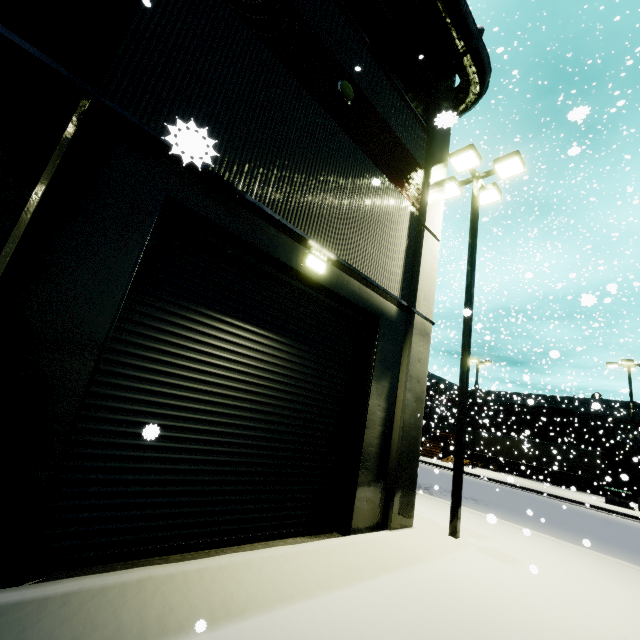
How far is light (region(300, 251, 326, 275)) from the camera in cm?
573

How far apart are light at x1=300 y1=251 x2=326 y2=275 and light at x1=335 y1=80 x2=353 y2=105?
3.7m

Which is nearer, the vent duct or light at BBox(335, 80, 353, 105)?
light at BBox(335, 80, 353, 105)

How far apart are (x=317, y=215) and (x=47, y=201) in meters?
4.1

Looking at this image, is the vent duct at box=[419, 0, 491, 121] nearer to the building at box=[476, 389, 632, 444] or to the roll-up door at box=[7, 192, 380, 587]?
the building at box=[476, 389, 632, 444]

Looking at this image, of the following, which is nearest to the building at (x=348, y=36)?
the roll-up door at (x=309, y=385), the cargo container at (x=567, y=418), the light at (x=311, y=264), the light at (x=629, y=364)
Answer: the roll-up door at (x=309, y=385)

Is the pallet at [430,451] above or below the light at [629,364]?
below

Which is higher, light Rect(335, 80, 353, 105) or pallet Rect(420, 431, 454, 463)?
light Rect(335, 80, 353, 105)
